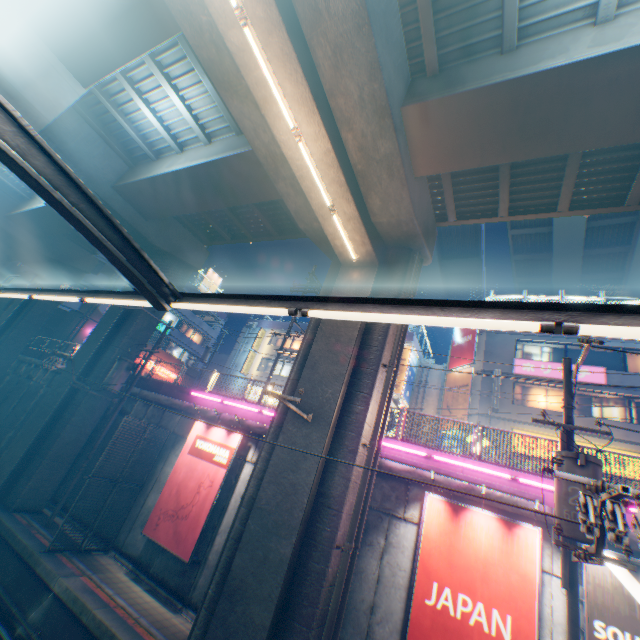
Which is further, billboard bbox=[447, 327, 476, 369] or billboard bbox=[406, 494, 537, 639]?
billboard bbox=[447, 327, 476, 369]

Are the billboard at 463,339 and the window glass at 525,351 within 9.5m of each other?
yes

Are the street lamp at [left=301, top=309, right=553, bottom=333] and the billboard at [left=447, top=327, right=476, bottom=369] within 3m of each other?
no

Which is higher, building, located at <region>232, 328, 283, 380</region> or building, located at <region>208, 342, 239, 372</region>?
building, located at <region>208, 342, 239, 372</region>

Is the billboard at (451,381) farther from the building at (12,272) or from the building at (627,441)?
the building at (12,272)

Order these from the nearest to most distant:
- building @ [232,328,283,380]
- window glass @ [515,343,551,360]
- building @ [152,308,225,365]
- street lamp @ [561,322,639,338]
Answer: street lamp @ [561,322,639,338] < window glass @ [515,343,551,360] < building @ [232,328,283,380] < building @ [152,308,225,365]

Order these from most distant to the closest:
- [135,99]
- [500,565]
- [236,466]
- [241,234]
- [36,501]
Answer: [241,234]
[36,501]
[236,466]
[135,99]
[500,565]

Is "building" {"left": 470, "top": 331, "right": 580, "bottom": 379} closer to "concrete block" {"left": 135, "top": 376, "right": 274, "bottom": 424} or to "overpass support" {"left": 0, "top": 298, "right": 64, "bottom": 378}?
"concrete block" {"left": 135, "top": 376, "right": 274, "bottom": 424}
